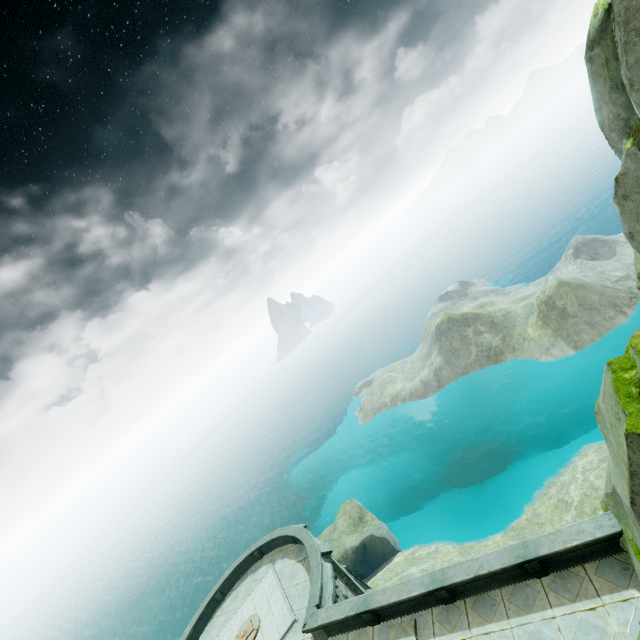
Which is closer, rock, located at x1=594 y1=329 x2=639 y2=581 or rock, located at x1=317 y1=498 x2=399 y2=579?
rock, located at x1=594 y1=329 x2=639 y2=581

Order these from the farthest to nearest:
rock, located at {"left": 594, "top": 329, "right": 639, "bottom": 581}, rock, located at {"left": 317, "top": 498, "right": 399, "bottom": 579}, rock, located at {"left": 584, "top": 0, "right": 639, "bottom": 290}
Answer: rock, located at {"left": 317, "top": 498, "right": 399, "bottom": 579}
rock, located at {"left": 594, "top": 329, "right": 639, "bottom": 581}
rock, located at {"left": 584, "top": 0, "right": 639, "bottom": 290}

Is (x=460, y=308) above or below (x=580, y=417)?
above

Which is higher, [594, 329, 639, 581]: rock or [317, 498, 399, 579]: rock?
[594, 329, 639, 581]: rock

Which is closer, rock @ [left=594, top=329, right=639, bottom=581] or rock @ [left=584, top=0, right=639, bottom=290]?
rock @ [left=584, top=0, right=639, bottom=290]

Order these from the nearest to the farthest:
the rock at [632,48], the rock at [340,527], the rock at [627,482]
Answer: the rock at [632,48], the rock at [627,482], the rock at [340,527]

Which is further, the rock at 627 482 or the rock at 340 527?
the rock at 340 527
